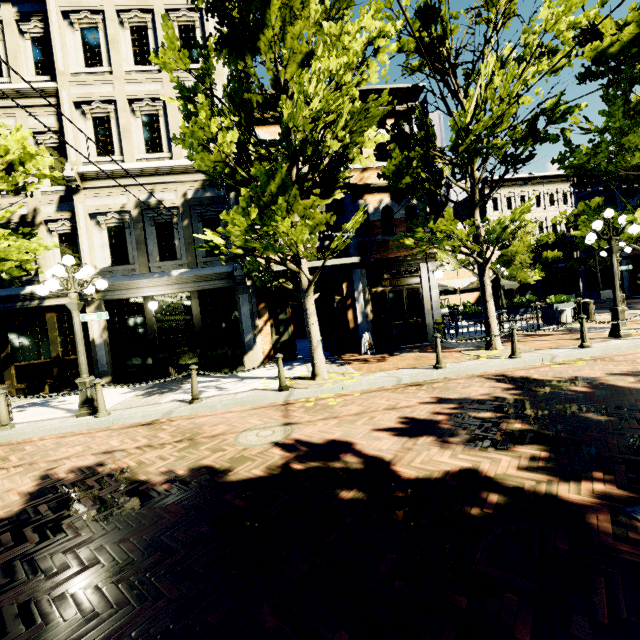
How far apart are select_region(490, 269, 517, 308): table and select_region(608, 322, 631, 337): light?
4.0 meters

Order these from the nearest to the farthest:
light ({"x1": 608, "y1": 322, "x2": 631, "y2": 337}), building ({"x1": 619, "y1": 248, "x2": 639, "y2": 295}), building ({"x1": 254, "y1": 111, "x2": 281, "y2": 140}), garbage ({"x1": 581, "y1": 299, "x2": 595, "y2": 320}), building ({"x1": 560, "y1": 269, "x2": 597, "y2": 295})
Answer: light ({"x1": 608, "y1": 322, "x2": 631, "y2": 337})
building ({"x1": 254, "y1": 111, "x2": 281, "y2": 140})
garbage ({"x1": 581, "y1": 299, "x2": 595, "y2": 320})
building ({"x1": 619, "y1": 248, "x2": 639, "y2": 295})
building ({"x1": 560, "y1": 269, "x2": 597, "y2": 295})

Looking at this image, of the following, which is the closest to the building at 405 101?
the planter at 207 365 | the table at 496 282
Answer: the planter at 207 365

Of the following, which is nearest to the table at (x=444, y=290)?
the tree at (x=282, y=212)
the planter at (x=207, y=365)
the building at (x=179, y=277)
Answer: the building at (x=179, y=277)

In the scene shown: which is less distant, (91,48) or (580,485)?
(580,485)

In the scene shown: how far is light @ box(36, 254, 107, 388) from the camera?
6.9m

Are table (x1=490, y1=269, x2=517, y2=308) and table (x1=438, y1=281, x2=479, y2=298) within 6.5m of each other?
yes

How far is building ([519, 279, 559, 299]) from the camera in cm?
3469
